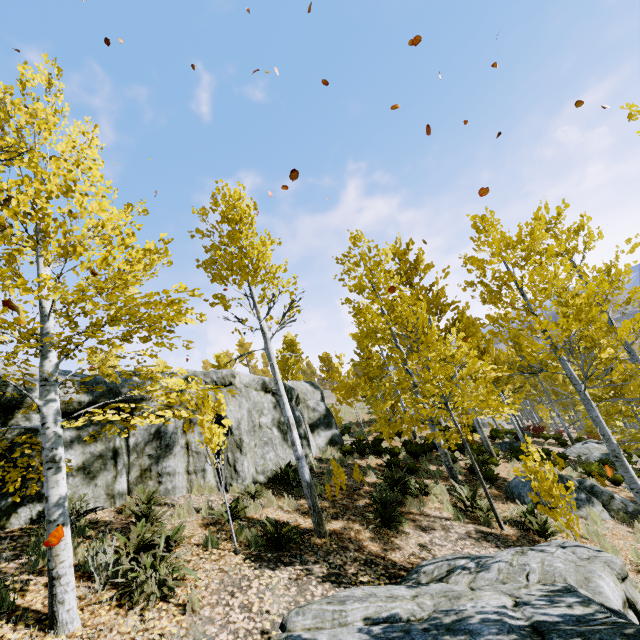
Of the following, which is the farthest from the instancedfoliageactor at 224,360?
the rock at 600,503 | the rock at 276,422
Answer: the rock at 600,503

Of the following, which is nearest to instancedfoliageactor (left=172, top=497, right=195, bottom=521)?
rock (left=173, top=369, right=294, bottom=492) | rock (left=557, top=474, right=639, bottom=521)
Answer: rock (left=173, top=369, right=294, bottom=492)

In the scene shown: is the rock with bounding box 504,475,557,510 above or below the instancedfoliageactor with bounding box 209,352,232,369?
below

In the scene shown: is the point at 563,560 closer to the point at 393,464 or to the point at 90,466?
the point at 393,464

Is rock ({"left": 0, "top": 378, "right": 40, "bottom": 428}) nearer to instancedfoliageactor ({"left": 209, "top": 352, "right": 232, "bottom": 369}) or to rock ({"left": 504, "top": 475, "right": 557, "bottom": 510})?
instancedfoliageactor ({"left": 209, "top": 352, "right": 232, "bottom": 369})

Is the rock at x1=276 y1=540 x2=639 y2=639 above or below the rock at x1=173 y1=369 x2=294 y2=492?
below

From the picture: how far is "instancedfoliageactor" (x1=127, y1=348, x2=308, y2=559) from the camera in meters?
5.3

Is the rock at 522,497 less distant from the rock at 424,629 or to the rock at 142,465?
the rock at 424,629
